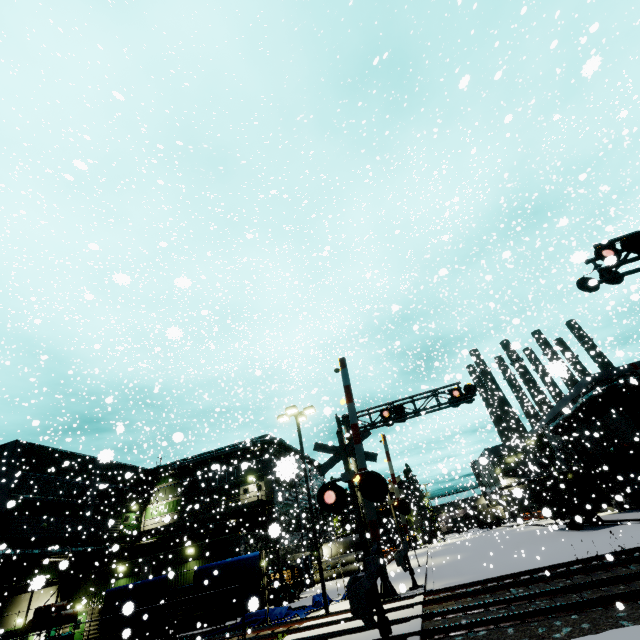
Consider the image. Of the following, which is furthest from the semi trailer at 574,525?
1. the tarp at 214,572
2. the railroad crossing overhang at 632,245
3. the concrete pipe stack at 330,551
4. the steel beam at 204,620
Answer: the steel beam at 204,620

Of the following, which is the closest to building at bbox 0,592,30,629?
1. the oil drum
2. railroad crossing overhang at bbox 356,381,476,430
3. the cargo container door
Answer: the cargo container door

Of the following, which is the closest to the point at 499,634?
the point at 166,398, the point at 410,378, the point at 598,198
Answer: the point at 166,398

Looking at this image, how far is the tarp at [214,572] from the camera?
16.8 meters

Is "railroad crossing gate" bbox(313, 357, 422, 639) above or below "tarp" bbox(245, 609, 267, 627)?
above

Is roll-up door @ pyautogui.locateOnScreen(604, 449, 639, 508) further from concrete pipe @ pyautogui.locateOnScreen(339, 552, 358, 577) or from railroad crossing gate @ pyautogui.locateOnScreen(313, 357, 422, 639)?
railroad crossing gate @ pyautogui.locateOnScreen(313, 357, 422, 639)

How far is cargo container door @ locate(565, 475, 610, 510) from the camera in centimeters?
2500cm

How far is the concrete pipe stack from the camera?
40.82m
